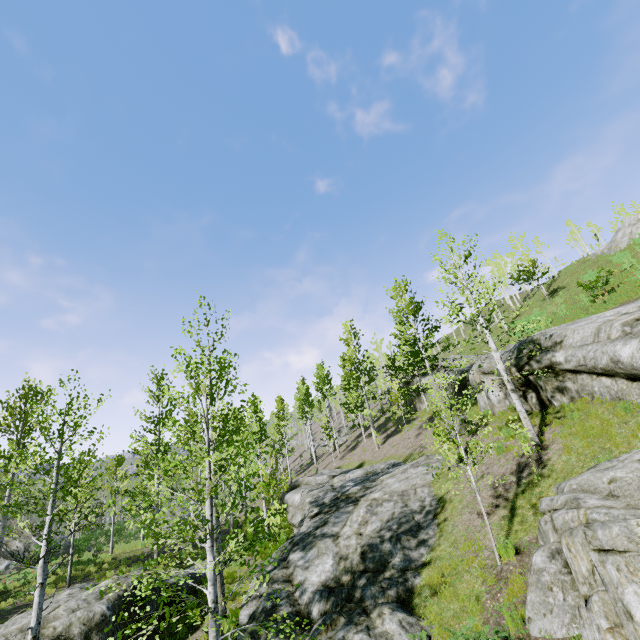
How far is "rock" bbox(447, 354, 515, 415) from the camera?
16.1 meters

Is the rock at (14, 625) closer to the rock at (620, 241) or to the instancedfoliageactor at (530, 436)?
the instancedfoliageactor at (530, 436)

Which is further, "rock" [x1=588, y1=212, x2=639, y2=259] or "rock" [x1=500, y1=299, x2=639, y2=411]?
"rock" [x1=588, y1=212, x2=639, y2=259]

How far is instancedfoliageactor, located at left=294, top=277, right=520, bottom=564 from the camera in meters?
9.1 m

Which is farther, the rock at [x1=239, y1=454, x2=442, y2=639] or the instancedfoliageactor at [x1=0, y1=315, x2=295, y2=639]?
the rock at [x1=239, y1=454, x2=442, y2=639]

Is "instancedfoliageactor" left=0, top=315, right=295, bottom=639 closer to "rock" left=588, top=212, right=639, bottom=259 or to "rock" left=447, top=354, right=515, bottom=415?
"rock" left=447, top=354, right=515, bottom=415

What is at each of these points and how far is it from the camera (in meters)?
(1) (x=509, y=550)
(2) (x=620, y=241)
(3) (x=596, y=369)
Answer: (1) instancedfoliageactor, 8.05
(2) rock, 33.59
(3) rock, 11.04

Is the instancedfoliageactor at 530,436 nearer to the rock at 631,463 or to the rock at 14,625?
the rock at 14,625
